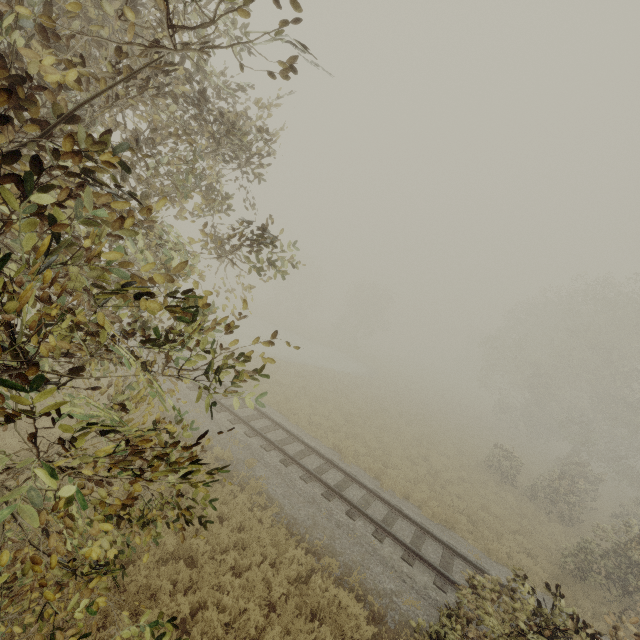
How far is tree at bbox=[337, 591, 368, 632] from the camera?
7.17m

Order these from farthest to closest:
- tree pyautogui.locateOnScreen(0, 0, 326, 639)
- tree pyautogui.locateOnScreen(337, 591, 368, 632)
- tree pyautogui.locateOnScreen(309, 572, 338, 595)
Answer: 1. tree pyautogui.locateOnScreen(309, 572, 338, 595)
2. tree pyautogui.locateOnScreen(337, 591, 368, 632)
3. tree pyautogui.locateOnScreen(0, 0, 326, 639)

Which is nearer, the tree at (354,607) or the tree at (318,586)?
the tree at (354,607)

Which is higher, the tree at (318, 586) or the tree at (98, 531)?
the tree at (98, 531)

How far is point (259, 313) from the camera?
50.1 meters

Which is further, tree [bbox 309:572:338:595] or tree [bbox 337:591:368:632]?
tree [bbox 309:572:338:595]
